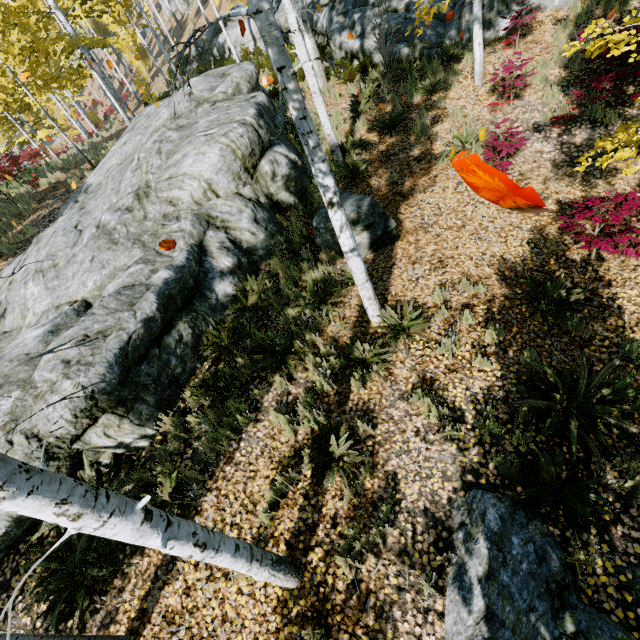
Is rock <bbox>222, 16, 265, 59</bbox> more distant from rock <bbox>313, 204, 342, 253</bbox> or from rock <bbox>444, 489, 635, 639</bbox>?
rock <bbox>444, 489, 635, 639</bbox>

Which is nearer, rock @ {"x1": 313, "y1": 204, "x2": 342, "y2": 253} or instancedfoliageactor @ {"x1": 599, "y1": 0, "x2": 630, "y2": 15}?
rock @ {"x1": 313, "y1": 204, "x2": 342, "y2": 253}

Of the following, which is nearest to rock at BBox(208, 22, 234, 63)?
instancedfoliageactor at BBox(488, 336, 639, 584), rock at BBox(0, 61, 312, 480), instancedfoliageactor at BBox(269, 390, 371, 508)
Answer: rock at BBox(0, 61, 312, 480)

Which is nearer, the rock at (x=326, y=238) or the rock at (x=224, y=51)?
the rock at (x=326, y=238)

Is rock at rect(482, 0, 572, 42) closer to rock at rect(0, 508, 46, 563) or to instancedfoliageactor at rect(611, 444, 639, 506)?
instancedfoliageactor at rect(611, 444, 639, 506)

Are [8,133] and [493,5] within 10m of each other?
no

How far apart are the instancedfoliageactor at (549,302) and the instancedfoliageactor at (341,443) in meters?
3.5

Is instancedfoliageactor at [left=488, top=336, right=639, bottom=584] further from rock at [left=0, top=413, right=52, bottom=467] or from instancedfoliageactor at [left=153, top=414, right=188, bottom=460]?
rock at [left=0, top=413, right=52, bottom=467]
